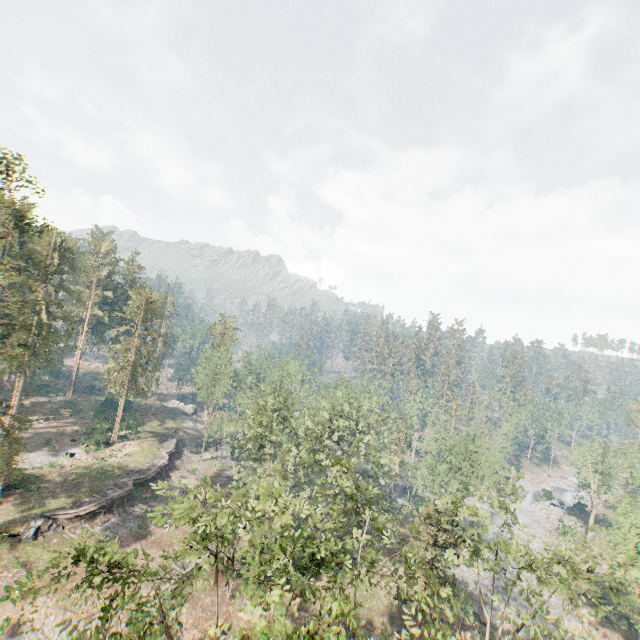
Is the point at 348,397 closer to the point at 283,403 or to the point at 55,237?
the point at 283,403

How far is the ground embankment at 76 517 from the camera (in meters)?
32.79

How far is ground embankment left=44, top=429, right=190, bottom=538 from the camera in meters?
32.8 m

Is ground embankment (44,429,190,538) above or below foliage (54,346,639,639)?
below

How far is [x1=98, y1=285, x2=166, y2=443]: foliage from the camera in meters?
48.0 m

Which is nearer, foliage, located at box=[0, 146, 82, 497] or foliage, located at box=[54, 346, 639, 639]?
foliage, located at box=[54, 346, 639, 639]

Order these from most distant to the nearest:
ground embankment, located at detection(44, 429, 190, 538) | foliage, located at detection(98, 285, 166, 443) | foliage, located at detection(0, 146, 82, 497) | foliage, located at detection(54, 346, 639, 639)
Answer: foliage, located at detection(98, 285, 166, 443) → ground embankment, located at detection(44, 429, 190, 538) → foliage, located at detection(0, 146, 82, 497) → foliage, located at detection(54, 346, 639, 639)

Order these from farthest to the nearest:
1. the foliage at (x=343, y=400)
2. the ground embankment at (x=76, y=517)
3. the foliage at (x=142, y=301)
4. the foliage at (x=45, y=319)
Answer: the foliage at (x=142, y=301), the ground embankment at (x=76, y=517), the foliage at (x=45, y=319), the foliage at (x=343, y=400)
